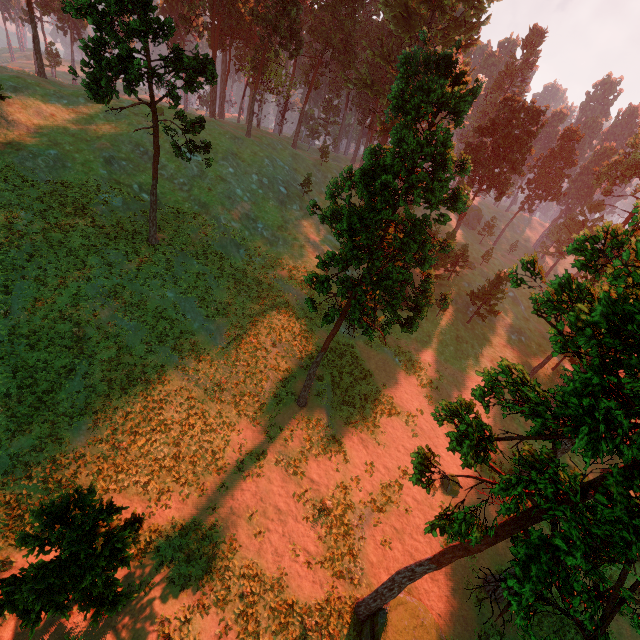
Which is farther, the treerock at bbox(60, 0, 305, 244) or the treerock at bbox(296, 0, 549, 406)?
the treerock at bbox(60, 0, 305, 244)

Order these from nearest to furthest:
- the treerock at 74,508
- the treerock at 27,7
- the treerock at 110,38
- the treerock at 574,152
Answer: the treerock at 74,508
the treerock at 110,38
the treerock at 27,7
the treerock at 574,152

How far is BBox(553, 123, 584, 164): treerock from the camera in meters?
57.9

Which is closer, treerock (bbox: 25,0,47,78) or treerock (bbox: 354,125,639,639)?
treerock (bbox: 354,125,639,639)

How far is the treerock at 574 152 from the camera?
57.91m

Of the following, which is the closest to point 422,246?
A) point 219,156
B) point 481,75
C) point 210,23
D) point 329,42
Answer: point 481,75
